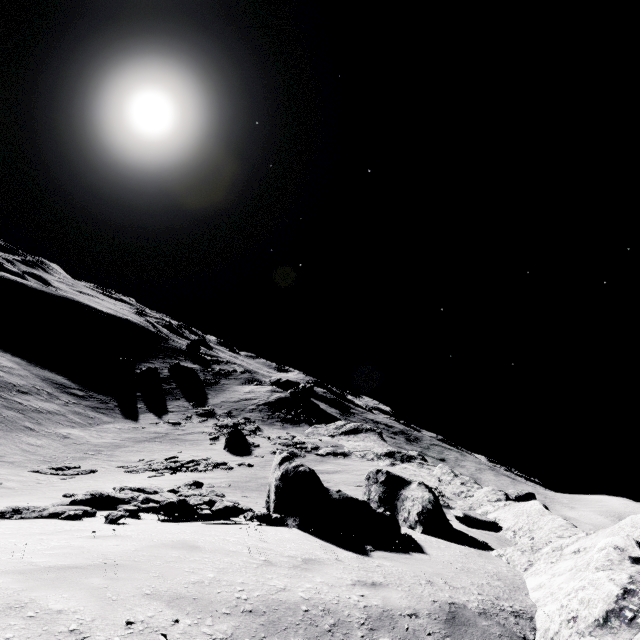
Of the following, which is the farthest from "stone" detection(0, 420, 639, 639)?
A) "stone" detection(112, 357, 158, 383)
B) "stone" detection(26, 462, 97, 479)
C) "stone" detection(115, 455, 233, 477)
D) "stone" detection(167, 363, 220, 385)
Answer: "stone" detection(167, 363, 220, 385)

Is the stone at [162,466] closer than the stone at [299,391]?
Yes

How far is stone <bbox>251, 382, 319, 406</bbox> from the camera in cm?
5255

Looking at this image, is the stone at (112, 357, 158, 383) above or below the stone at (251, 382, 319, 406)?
below

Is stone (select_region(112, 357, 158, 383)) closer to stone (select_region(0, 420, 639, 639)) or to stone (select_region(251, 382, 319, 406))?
stone (select_region(251, 382, 319, 406))

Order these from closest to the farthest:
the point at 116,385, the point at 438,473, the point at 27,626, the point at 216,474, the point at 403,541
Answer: the point at 27,626 → the point at 403,541 → the point at 216,474 → the point at 438,473 → the point at 116,385

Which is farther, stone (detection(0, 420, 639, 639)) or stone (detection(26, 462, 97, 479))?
stone (detection(26, 462, 97, 479))

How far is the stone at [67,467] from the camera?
20.5m
